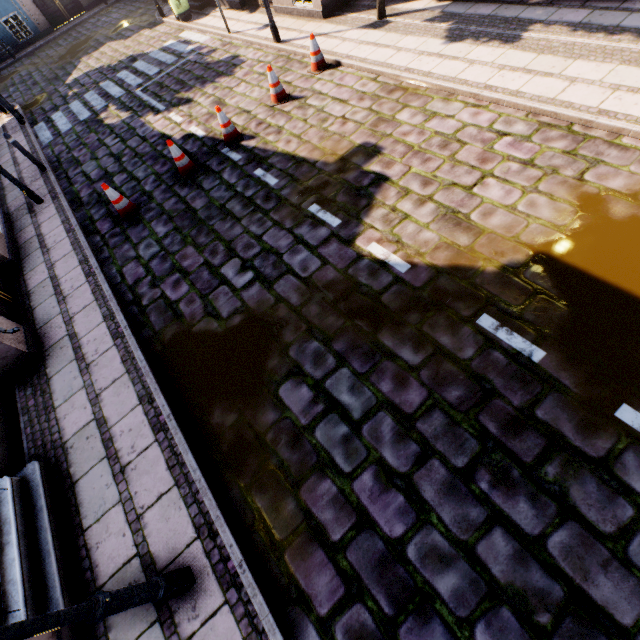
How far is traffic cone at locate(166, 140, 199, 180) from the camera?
7.1m

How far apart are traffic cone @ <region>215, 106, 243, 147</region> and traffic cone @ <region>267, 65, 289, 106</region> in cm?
105

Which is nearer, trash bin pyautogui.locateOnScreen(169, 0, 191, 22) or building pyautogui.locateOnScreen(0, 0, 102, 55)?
trash bin pyautogui.locateOnScreen(169, 0, 191, 22)

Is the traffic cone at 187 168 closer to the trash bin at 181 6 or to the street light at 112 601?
the street light at 112 601

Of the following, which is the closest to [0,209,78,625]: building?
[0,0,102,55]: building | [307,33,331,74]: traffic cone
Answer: [307,33,331,74]: traffic cone

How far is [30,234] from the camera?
7.9m

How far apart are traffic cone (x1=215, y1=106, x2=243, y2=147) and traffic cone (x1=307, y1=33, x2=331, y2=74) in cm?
257

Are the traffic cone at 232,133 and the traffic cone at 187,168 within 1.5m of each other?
yes
